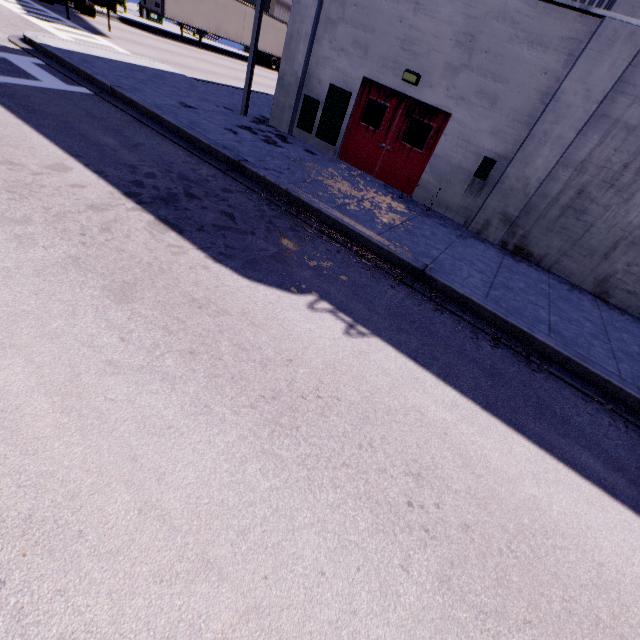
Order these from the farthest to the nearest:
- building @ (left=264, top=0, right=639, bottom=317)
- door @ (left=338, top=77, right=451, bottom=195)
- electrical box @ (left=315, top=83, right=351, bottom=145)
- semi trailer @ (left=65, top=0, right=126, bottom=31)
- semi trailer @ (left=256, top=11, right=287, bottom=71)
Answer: semi trailer @ (left=256, top=11, right=287, bottom=71) → semi trailer @ (left=65, top=0, right=126, bottom=31) → electrical box @ (left=315, top=83, right=351, bottom=145) → door @ (left=338, top=77, right=451, bottom=195) → building @ (left=264, top=0, right=639, bottom=317)

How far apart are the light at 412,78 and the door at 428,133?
0.3m

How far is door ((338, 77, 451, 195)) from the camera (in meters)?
9.35

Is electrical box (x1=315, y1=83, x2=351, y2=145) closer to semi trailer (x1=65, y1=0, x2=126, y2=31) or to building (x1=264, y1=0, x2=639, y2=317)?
building (x1=264, y1=0, x2=639, y2=317)

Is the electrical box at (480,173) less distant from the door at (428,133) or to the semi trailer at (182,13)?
the door at (428,133)

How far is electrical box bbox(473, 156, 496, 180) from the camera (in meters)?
8.66

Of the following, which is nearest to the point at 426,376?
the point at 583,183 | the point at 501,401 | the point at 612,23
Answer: the point at 501,401

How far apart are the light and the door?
0.25m
